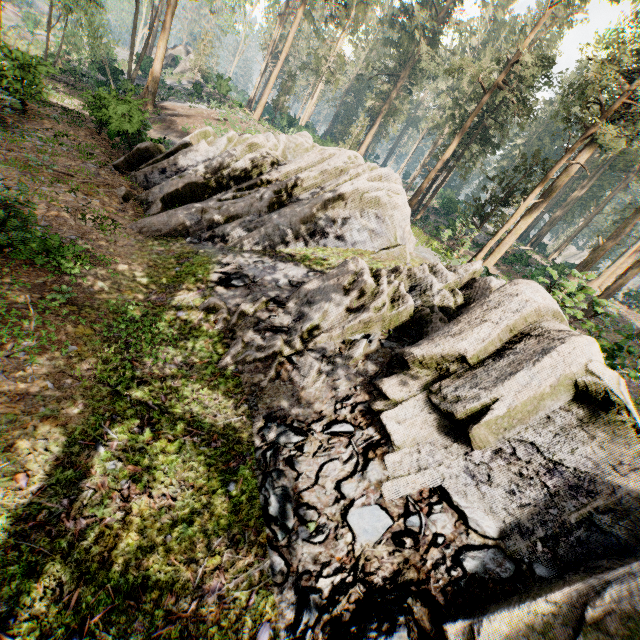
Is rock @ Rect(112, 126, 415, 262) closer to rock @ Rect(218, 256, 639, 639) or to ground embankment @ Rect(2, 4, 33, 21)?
rock @ Rect(218, 256, 639, 639)

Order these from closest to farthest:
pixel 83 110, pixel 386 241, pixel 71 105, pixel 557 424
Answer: pixel 557 424, pixel 386 241, pixel 71 105, pixel 83 110

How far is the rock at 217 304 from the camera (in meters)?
9.97

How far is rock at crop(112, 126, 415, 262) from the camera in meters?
13.0 m

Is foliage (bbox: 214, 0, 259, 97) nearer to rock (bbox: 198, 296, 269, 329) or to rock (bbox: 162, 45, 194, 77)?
rock (bbox: 162, 45, 194, 77)

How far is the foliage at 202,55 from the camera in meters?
42.4 m

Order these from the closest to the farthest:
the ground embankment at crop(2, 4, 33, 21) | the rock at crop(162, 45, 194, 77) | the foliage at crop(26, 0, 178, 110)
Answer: the foliage at crop(26, 0, 178, 110) → the ground embankment at crop(2, 4, 33, 21) → the rock at crop(162, 45, 194, 77)

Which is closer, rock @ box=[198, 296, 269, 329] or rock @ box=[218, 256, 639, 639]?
rock @ box=[218, 256, 639, 639]
